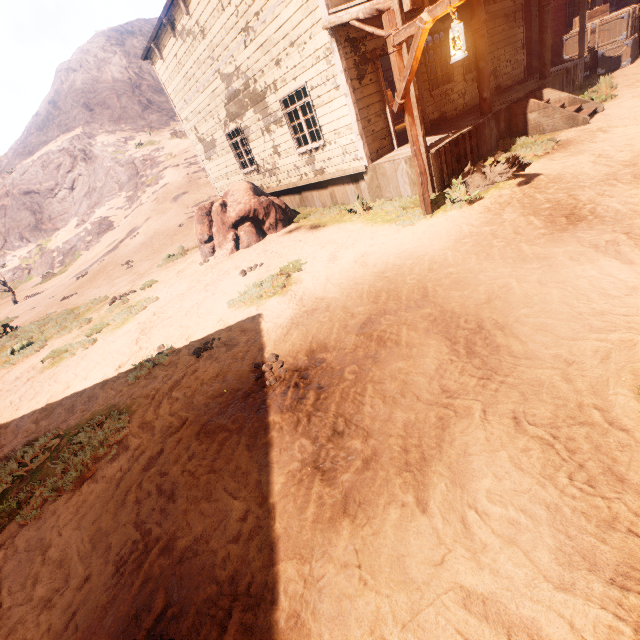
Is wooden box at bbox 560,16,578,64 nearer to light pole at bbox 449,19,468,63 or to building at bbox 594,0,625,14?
building at bbox 594,0,625,14

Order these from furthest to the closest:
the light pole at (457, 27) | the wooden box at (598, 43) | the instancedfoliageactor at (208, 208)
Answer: the wooden box at (598, 43), the instancedfoliageactor at (208, 208), the light pole at (457, 27)

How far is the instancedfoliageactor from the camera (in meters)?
10.20

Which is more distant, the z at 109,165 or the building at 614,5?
the building at 614,5

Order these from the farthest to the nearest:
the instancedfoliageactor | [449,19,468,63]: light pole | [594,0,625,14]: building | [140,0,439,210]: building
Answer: [594,0,625,14]: building, the instancedfoliageactor, [140,0,439,210]: building, [449,19,468,63]: light pole

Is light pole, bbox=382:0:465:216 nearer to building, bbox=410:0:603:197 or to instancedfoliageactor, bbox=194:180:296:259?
building, bbox=410:0:603:197

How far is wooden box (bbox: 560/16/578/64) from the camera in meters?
13.0

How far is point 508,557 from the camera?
1.7 meters
